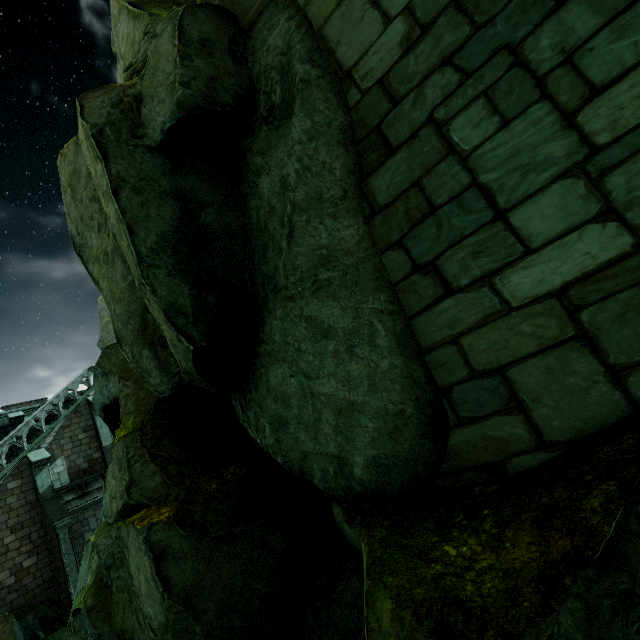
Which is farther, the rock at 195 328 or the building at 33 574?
the building at 33 574

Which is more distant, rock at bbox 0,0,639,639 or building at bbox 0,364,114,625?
building at bbox 0,364,114,625

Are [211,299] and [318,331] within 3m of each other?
yes
